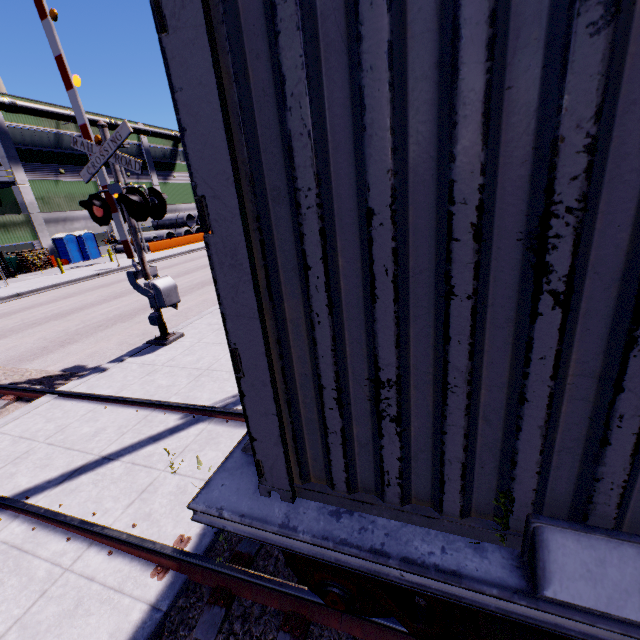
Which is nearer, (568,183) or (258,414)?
(568,183)

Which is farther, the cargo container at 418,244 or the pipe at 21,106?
the pipe at 21,106

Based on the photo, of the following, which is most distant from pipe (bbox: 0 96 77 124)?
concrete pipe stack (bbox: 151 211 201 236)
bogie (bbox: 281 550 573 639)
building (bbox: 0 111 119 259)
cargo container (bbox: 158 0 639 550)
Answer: bogie (bbox: 281 550 573 639)

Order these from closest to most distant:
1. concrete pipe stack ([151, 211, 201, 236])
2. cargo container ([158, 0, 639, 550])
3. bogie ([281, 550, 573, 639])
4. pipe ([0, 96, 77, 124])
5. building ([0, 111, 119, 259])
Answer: cargo container ([158, 0, 639, 550]) → bogie ([281, 550, 573, 639]) → pipe ([0, 96, 77, 124]) → building ([0, 111, 119, 259]) → concrete pipe stack ([151, 211, 201, 236])

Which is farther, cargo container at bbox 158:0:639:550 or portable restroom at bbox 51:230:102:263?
portable restroom at bbox 51:230:102:263

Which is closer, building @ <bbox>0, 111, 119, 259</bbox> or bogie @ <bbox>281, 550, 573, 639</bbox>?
bogie @ <bbox>281, 550, 573, 639</bbox>

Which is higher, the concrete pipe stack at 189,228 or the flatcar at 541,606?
the concrete pipe stack at 189,228

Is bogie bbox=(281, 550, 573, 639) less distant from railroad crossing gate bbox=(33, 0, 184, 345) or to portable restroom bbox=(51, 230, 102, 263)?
railroad crossing gate bbox=(33, 0, 184, 345)
